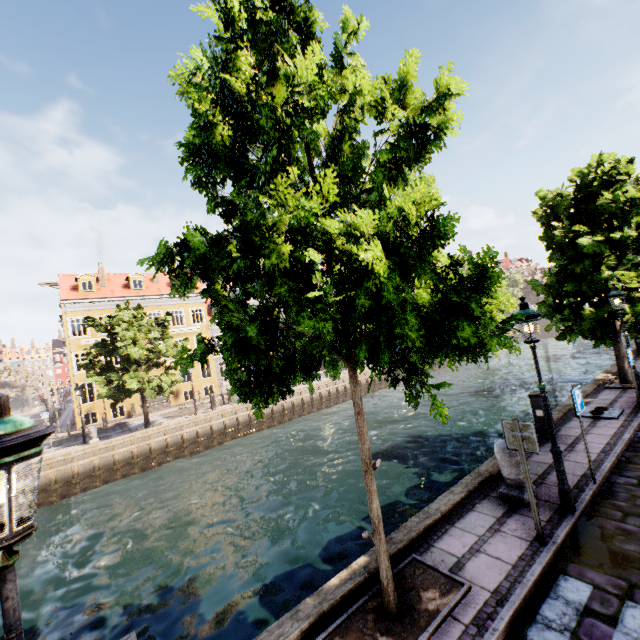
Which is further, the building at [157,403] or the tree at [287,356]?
the building at [157,403]

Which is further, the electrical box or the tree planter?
the electrical box

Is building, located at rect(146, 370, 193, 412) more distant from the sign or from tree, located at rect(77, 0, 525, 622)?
the sign

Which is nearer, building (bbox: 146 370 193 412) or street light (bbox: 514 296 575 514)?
street light (bbox: 514 296 575 514)

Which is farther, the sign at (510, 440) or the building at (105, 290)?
the building at (105, 290)

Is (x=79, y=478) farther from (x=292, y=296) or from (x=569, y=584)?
(x=569, y=584)

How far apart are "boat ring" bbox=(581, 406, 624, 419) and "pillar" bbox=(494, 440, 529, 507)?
5.2m

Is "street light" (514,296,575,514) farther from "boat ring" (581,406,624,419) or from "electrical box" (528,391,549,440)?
"electrical box" (528,391,549,440)
